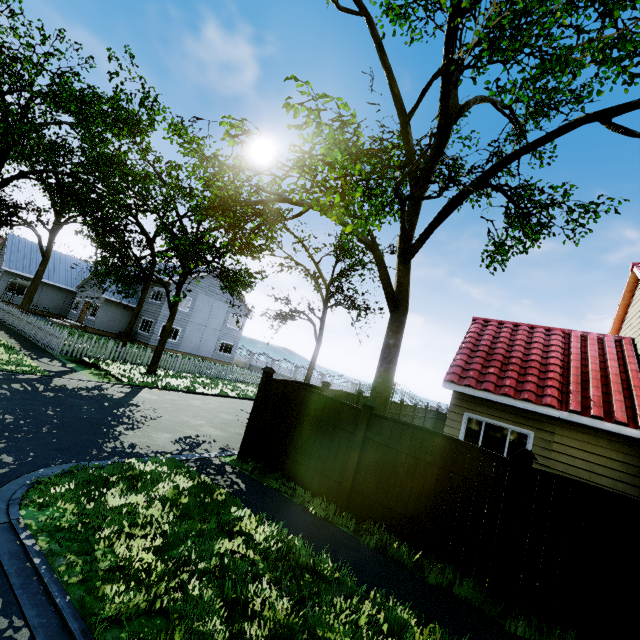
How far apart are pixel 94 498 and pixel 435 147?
12.21m

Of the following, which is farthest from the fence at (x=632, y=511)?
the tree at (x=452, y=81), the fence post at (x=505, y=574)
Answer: the tree at (x=452, y=81)

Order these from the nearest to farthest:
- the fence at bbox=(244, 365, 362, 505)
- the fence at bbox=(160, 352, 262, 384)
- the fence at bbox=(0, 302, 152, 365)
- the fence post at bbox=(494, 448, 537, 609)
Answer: the fence post at bbox=(494, 448, 537, 609) < the fence at bbox=(244, 365, 362, 505) < the fence at bbox=(0, 302, 152, 365) < the fence at bbox=(160, 352, 262, 384)

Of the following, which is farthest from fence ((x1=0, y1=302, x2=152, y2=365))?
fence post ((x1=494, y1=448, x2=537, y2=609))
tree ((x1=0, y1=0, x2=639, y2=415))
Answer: tree ((x1=0, y1=0, x2=639, y2=415))

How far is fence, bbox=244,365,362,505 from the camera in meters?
6.7

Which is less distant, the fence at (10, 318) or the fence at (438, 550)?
the fence at (438, 550)
